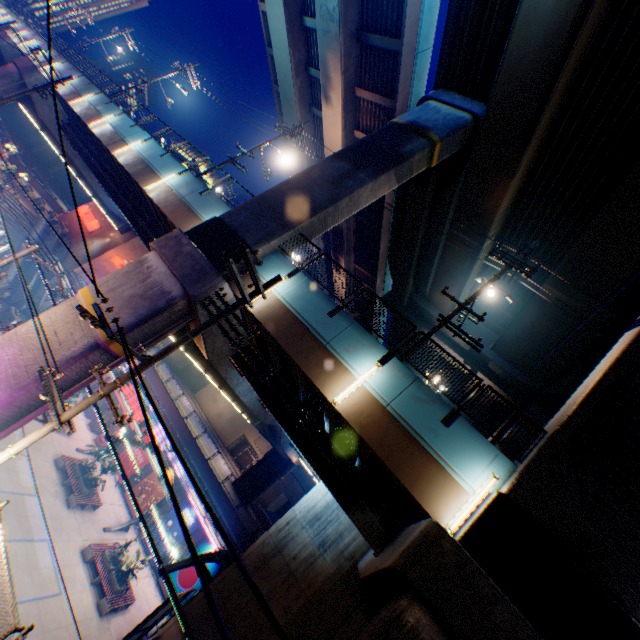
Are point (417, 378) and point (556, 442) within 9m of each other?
yes

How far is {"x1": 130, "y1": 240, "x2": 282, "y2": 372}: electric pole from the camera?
7.2 meters

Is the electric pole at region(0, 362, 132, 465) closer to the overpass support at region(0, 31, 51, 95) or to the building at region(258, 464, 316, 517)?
the overpass support at region(0, 31, 51, 95)

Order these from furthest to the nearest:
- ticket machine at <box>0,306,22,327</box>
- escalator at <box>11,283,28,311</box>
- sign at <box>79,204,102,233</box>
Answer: sign at <box>79,204,102,233</box> → escalator at <box>11,283,28,311</box> → ticket machine at <box>0,306,22,327</box>

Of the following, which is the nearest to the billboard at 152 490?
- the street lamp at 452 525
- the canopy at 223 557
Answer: the canopy at 223 557

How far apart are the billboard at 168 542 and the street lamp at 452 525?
25.2m

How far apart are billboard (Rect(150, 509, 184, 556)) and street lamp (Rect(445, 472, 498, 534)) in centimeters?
2522cm

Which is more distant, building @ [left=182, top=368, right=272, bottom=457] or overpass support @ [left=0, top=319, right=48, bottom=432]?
building @ [left=182, top=368, right=272, bottom=457]
